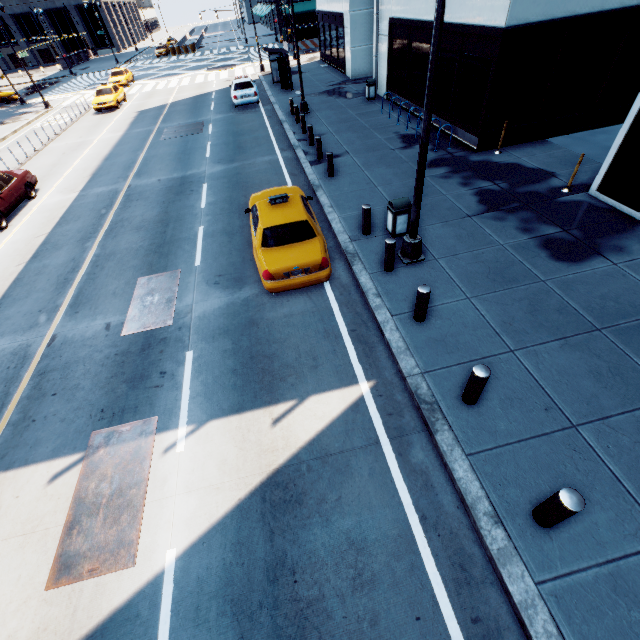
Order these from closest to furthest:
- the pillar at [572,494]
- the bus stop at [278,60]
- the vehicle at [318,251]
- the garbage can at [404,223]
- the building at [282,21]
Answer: the pillar at [572,494]
the vehicle at [318,251]
the garbage can at [404,223]
the bus stop at [278,60]
the building at [282,21]

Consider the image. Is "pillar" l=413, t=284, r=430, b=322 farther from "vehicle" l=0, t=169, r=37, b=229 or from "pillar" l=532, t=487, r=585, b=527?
"vehicle" l=0, t=169, r=37, b=229

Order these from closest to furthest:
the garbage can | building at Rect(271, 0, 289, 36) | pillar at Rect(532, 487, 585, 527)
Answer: pillar at Rect(532, 487, 585, 527) < the garbage can < building at Rect(271, 0, 289, 36)

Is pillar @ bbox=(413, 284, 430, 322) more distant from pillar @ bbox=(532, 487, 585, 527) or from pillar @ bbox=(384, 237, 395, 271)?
pillar @ bbox=(532, 487, 585, 527)

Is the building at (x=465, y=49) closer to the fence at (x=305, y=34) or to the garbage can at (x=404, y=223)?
the garbage can at (x=404, y=223)

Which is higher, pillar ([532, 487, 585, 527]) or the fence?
the fence

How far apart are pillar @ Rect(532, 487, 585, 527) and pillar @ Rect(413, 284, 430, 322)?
3.7 meters

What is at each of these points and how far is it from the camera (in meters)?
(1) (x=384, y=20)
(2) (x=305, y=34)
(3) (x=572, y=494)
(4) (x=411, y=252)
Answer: (1) building, 18.16
(2) fence, 41.50
(3) pillar, 3.81
(4) light, 8.38
